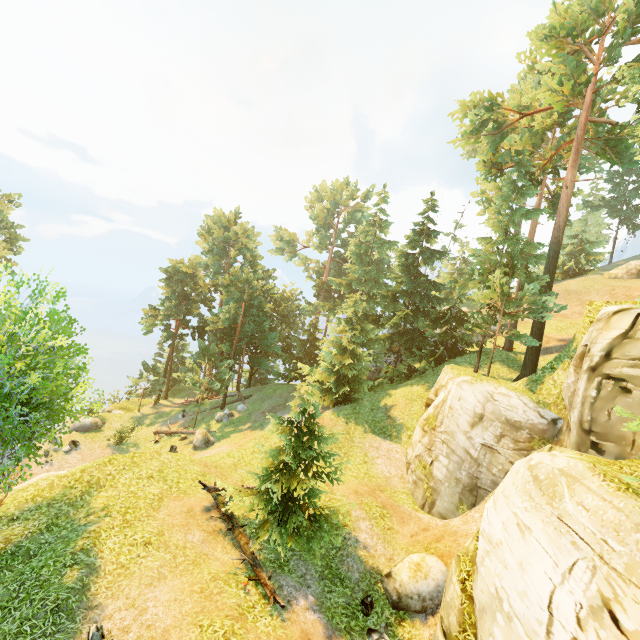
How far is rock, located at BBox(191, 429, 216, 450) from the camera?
23.91m

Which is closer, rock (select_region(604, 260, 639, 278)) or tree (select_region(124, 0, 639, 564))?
tree (select_region(124, 0, 639, 564))

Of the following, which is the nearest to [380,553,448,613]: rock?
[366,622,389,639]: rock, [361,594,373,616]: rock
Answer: [361,594,373,616]: rock

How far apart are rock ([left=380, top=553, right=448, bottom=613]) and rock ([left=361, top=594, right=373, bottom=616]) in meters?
0.5

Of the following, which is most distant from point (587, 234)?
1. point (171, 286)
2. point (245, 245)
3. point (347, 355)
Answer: point (171, 286)

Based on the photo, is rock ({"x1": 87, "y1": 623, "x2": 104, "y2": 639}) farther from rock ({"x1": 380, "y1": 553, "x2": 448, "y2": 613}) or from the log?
rock ({"x1": 380, "y1": 553, "x2": 448, "y2": 613})

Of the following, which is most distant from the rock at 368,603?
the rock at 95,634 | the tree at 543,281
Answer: the rock at 95,634

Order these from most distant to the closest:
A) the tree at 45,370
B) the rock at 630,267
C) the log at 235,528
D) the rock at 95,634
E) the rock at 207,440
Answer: the rock at 630,267, the rock at 207,440, the log at 235,528, the tree at 45,370, the rock at 95,634
